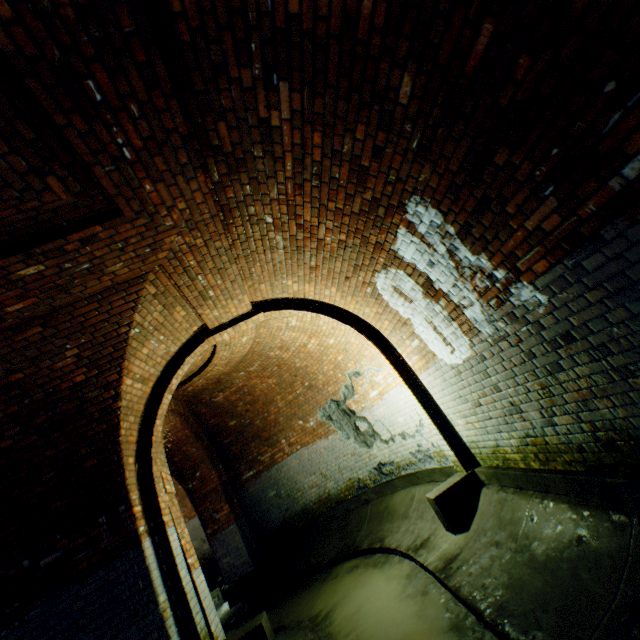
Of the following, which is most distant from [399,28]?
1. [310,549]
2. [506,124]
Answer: [310,549]

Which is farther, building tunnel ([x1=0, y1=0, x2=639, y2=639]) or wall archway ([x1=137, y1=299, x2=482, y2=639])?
wall archway ([x1=137, y1=299, x2=482, y2=639])

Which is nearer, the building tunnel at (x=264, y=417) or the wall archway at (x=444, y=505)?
the building tunnel at (x=264, y=417)
